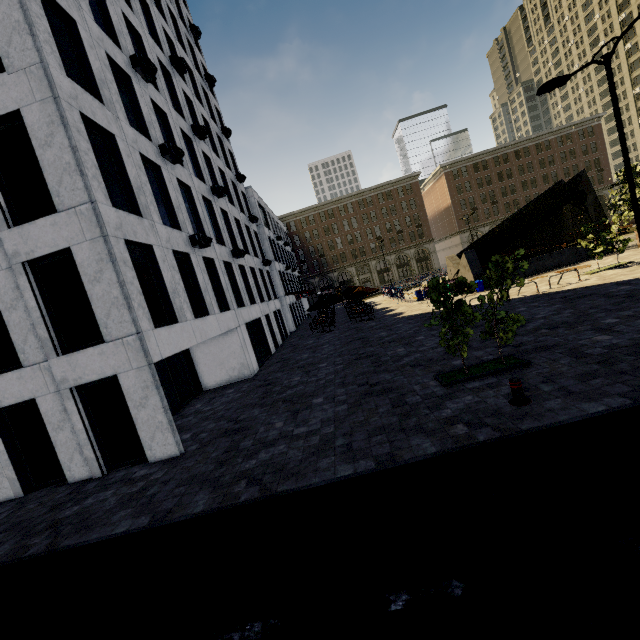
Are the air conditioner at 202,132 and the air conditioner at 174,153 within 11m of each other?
yes

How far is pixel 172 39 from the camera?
22.1m

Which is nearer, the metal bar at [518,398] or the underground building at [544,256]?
the metal bar at [518,398]

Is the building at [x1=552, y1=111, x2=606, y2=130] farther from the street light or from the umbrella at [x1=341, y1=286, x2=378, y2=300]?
the umbrella at [x1=341, y1=286, x2=378, y2=300]

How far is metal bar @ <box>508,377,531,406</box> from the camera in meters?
7.1

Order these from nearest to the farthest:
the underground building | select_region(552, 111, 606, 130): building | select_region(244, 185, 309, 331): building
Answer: the underground building → select_region(244, 185, 309, 331): building → select_region(552, 111, 606, 130): building

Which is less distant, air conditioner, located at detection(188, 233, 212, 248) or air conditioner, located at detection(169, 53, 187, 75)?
air conditioner, located at detection(188, 233, 212, 248)

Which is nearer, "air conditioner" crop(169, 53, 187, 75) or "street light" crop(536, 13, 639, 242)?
"street light" crop(536, 13, 639, 242)
